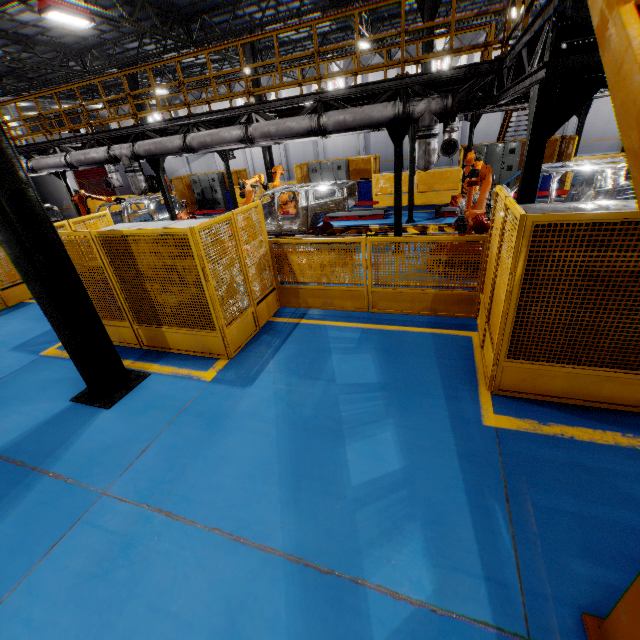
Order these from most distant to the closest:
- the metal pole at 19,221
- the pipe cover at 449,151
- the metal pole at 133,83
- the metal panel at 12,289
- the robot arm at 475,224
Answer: the metal pole at 133,83 < the pipe cover at 449,151 < the metal panel at 12,289 < the robot arm at 475,224 < the metal pole at 19,221

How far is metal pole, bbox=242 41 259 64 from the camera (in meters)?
15.22

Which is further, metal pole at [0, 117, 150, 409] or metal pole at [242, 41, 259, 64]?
metal pole at [242, 41, 259, 64]

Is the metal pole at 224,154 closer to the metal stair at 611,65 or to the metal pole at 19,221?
the metal pole at 19,221

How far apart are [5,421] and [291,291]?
5.0 meters

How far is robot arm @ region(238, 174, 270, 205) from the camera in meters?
9.9 m

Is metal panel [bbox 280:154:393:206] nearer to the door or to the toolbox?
the toolbox

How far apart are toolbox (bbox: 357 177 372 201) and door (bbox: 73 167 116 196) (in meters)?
31.75
